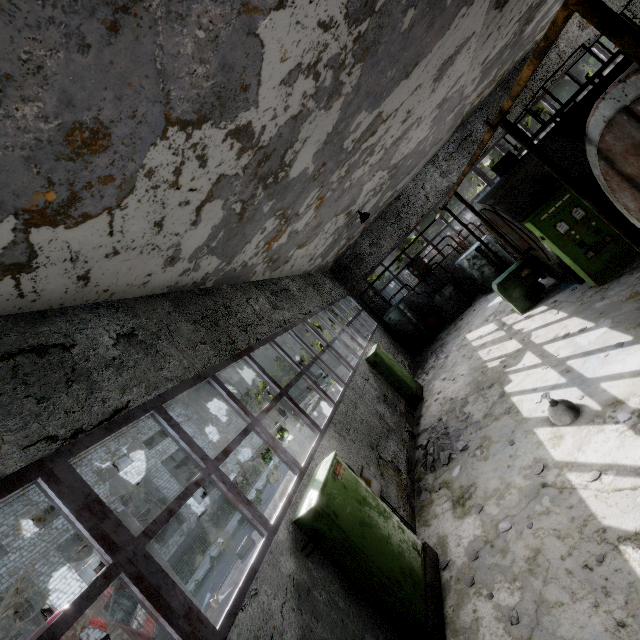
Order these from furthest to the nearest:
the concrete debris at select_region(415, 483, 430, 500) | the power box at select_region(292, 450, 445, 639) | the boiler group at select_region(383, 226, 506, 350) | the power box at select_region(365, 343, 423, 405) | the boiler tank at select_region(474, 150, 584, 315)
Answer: the boiler group at select_region(383, 226, 506, 350) → the power box at select_region(365, 343, 423, 405) → the boiler tank at select_region(474, 150, 584, 315) → the concrete debris at select_region(415, 483, 430, 500) → the power box at select_region(292, 450, 445, 639)

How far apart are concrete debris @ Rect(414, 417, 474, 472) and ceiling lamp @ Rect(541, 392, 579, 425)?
1.8m

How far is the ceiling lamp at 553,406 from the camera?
5.5 meters

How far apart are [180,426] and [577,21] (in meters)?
22.30

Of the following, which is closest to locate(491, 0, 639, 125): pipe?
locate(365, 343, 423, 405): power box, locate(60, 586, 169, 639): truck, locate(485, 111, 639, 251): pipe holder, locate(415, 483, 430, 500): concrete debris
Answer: locate(60, 586, 169, 639): truck

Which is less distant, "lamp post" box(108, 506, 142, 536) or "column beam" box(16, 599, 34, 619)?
"lamp post" box(108, 506, 142, 536)

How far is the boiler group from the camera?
15.30m

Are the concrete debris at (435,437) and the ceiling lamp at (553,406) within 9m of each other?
yes
